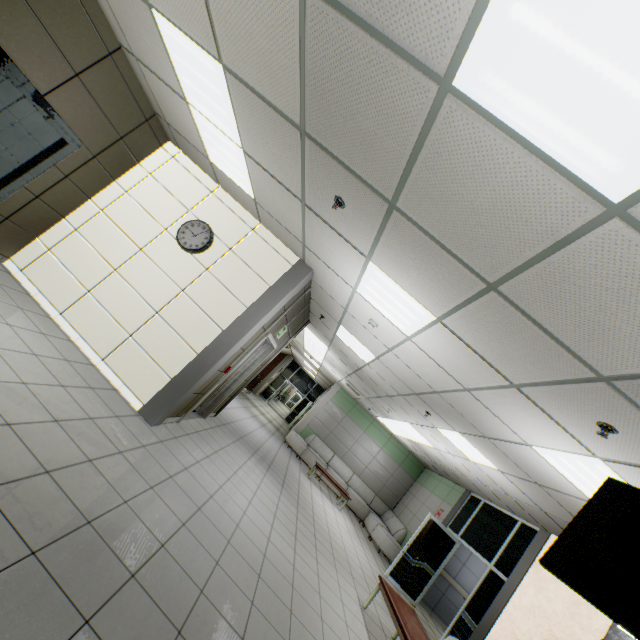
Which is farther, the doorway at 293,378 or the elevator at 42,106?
the doorway at 293,378

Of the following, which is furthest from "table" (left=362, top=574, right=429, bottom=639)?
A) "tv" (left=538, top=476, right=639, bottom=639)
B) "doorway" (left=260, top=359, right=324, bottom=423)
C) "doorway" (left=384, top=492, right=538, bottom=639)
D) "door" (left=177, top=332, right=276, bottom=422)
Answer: "doorway" (left=260, top=359, right=324, bottom=423)

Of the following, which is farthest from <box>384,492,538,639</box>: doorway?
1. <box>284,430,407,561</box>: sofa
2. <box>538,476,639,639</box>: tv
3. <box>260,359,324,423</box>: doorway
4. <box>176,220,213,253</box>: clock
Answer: <box>260,359,324,423</box>: doorway

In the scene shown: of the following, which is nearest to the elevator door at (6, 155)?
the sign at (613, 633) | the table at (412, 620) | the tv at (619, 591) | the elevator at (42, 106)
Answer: the elevator at (42, 106)

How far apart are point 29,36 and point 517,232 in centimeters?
529cm

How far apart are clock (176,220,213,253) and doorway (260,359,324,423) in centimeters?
1647cm

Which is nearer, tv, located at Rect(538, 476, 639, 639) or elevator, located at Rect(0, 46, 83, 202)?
tv, located at Rect(538, 476, 639, 639)

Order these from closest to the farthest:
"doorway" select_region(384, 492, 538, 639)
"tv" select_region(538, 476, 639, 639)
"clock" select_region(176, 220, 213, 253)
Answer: "tv" select_region(538, 476, 639, 639)
"clock" select_region(176, 220, 213, 253)
"doorway" select_region(384, 492, 538, 639)
